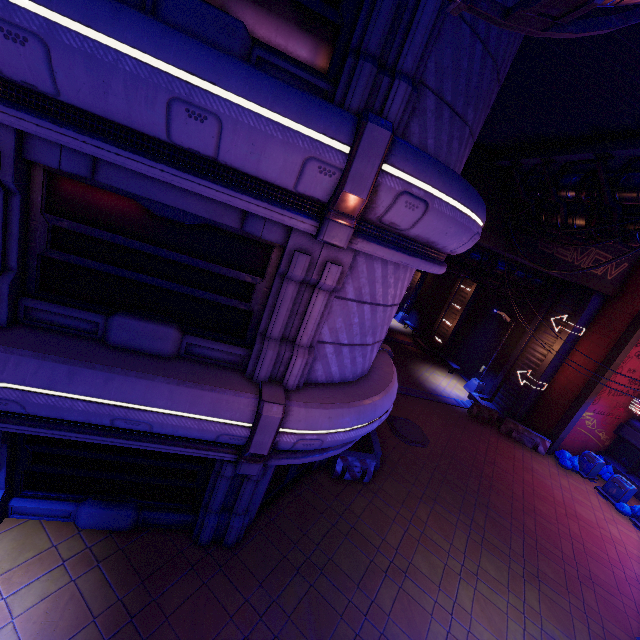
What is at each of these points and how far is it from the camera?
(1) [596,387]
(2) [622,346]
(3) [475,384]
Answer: (1) column, 17.0 meters
(2) column, 16.3 meters
(3) street light, 22.7 meters

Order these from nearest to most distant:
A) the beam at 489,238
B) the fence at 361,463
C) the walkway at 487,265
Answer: the fence at 361,463 < the beam at 489,238 < the walkway at 487,265

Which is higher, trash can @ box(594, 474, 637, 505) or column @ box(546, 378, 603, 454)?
column @ box(546, 378, 603, 454)

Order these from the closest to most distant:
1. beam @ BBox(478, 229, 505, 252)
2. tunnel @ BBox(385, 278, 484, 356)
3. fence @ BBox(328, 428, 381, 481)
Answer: fence @ BBox(328, 428, 381, 481) → beam @ BBox(478, 229, 505, 252) → tunnel @ BBox(385, 278, 484, 356)

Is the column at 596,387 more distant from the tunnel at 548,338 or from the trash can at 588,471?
the tunnel at 548,338

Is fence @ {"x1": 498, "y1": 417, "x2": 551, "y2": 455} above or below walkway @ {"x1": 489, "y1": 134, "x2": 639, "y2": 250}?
below

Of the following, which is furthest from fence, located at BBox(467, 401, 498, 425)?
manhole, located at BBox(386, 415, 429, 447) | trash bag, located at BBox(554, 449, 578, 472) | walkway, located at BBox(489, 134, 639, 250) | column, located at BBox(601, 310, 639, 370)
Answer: walkway, located at BBox(489, 134, 639, 250)

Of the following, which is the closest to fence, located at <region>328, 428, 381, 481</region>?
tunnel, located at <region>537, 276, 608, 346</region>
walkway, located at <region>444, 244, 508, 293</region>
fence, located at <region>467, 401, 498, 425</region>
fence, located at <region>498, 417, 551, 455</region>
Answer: tunnel, located at <region>537, 276, 608, 346</region>
